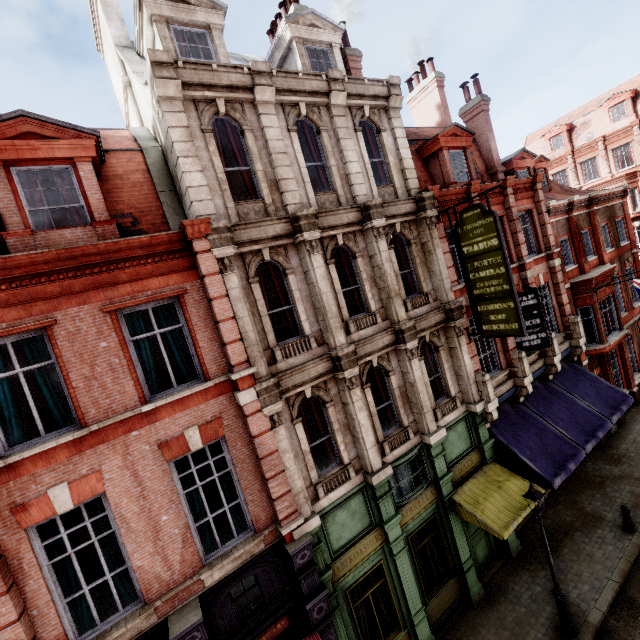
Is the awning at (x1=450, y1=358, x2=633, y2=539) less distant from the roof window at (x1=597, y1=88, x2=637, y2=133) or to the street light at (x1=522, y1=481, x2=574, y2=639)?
the street light at (x1=522, y1=481, x2=574, y2=639)

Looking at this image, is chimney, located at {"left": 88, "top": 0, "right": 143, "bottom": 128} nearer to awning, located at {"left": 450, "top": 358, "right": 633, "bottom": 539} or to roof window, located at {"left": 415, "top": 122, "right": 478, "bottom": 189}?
roof window, located at {"left": 415, "top": 122, "right": 478, "bottom": 189}

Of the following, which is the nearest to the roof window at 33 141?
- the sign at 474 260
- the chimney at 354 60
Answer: the chimney at 354 60

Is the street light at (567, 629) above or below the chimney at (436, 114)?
below

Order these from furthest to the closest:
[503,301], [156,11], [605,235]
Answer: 1. [605,235]
2. [503,301]
3. [156,11]

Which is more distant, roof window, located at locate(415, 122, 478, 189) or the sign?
roof window, located at locate(415, 122, 478, 189)

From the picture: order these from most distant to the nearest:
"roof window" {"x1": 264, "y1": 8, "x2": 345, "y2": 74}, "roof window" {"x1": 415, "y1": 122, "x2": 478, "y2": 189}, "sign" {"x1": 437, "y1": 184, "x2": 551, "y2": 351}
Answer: "roof window" {"x1": 415, "y1": 122, "x2": 478, "y2": 189}, "roof window" {"x1": 264, "y1": 8, "x2": 345, "y2": 74}, "sign" {"x1": 437, "y1": 184, "x2": 551, "y2": 351}

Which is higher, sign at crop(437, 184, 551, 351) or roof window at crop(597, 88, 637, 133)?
roof window at crop(597, 88, 637, 133)
